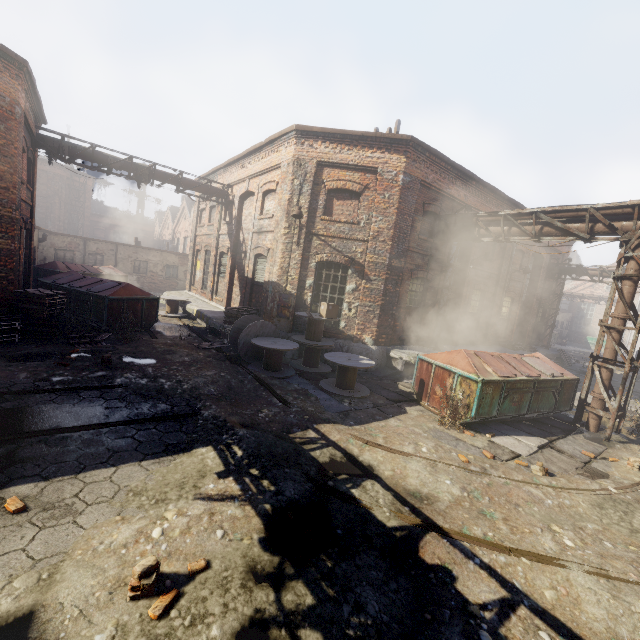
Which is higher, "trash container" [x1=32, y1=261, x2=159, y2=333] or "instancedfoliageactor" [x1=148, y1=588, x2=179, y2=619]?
"trash container" [x1=32, y1=261, x2=159, y2=333]

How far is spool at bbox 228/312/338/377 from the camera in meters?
10.1 m

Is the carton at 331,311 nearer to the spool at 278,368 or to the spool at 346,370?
the spool at 278,368

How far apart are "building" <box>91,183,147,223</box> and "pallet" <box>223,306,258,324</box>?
49.77m

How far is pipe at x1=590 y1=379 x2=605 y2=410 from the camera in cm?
916

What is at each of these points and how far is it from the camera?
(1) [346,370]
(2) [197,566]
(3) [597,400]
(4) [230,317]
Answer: (1) spool, 9.4 meters
(2) instancedfoliageactor, 3.2 meters
(3) pipe, 9.2 meters
(4) pallet, 13.0 meters

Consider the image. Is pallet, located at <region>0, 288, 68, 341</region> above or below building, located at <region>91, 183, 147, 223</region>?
below

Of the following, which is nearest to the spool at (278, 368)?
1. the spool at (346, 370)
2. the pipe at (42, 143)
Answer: the spool at (346, 370)
